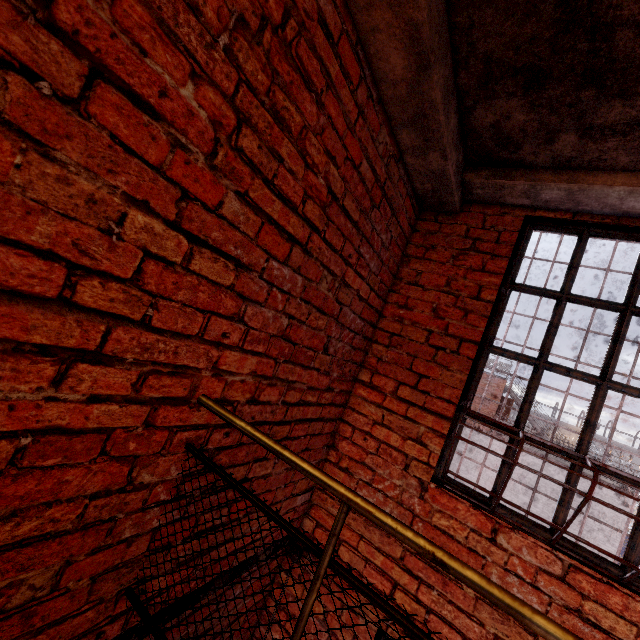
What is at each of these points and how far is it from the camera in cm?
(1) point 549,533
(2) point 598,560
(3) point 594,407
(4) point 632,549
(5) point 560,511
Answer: (1) metal bar, 185
(2) metal bar, 173
(3) metal bar, 190
(4) metal bar, 169
(5) metal bar, 185

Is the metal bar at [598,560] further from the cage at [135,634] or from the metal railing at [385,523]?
the metal railing at [385,523]

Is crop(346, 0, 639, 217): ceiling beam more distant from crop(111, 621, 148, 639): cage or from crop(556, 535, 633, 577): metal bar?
crop(111, 621, 148, 639): cage

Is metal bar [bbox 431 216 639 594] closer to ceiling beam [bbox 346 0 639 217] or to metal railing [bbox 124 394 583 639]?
ceiling beam [bbox 346 0 639 217]

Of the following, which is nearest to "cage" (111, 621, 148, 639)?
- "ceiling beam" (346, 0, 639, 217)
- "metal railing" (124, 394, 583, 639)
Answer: "metal railing" (124, 394, 583, 639)

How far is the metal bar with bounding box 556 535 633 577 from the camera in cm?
169

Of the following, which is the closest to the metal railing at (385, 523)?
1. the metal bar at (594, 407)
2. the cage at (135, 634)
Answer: the cage at (135, 634)

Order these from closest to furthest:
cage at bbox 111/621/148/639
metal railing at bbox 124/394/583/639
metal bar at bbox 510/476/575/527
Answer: metal railing at bbox 124/394/583/639 < cage at bbox 111/621/148/639 < metal bar at bbox 510/476/575/527
